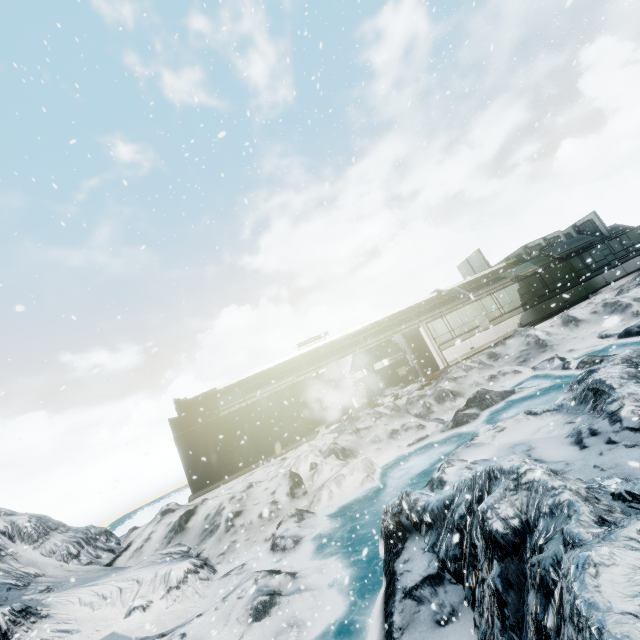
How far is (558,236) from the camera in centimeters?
2359cm
